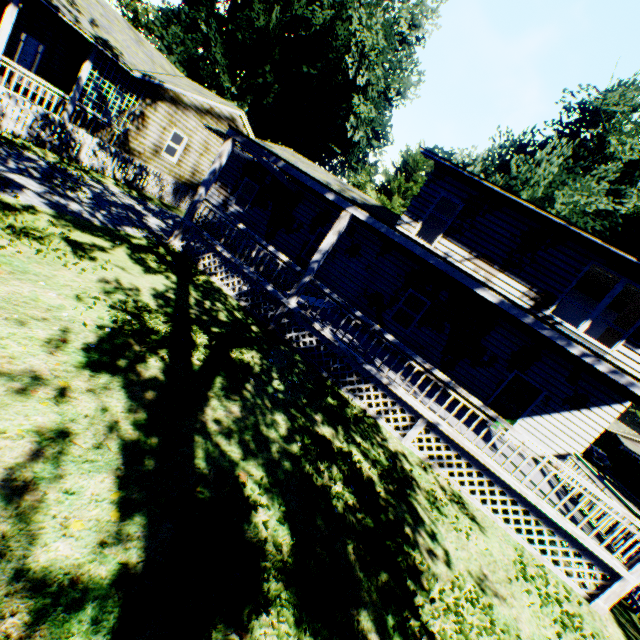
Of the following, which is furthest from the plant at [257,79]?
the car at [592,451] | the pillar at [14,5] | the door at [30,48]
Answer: the pillar at [14,5]

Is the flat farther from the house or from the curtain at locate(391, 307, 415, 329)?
the curtain at locate(391, 307, 415, 329)

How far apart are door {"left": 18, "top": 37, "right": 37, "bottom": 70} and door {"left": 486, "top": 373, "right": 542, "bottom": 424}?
27.6m

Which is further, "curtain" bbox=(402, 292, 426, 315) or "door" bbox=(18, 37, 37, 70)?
"door" bbox=(18, 37, 37, 70)

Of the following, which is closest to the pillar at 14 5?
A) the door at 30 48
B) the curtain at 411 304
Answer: the door at 30 48

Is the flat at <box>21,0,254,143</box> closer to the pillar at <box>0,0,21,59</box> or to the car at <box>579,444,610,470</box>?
the pillar at <box>0,0,21,59</box>

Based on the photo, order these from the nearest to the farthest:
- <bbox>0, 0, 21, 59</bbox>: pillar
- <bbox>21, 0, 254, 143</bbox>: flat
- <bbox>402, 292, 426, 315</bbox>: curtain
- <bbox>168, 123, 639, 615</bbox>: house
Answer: <bbox>168, 123, 639, 615</bbox>: house < <bbox>0, 0, 21, 59</bbox>: pillar < <bbox>21, 0, 254, 143</bbox>: flat < <bbox>402, 292, 426, 315</bbox>: curtain

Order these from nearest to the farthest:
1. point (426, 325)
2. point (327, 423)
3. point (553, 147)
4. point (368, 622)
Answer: point (368, 622) < point (327, 423) < point (426, 325) < point (553, 147)
